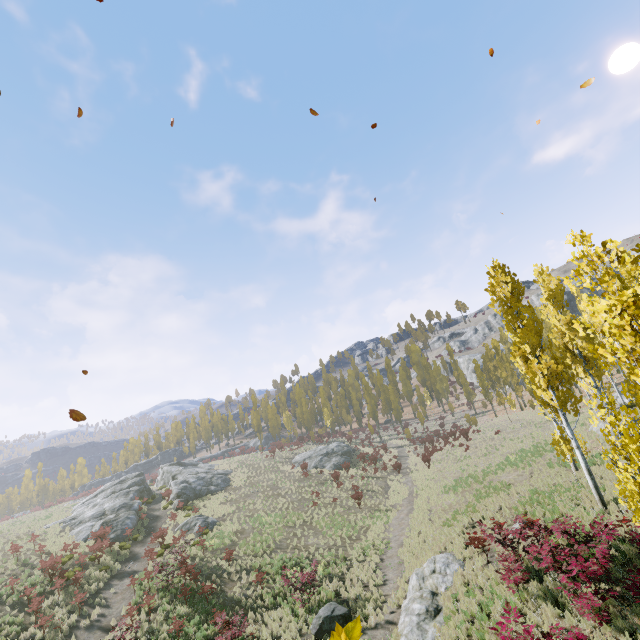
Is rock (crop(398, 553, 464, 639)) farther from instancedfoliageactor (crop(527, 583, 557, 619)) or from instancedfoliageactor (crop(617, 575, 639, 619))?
instancedfoliageactor (crop(617, 575, 639, 619))

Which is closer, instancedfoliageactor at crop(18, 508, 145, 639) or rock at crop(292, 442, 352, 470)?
instancedfoliageactor at crop(18, 508, 145, 639)

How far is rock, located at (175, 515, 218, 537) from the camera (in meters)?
26.91

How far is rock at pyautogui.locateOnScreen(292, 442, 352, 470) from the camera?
42.9 meters

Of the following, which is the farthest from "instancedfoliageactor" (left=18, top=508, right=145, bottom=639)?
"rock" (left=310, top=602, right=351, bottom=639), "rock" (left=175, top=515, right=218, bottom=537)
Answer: "rock" (left=175, top=515, right=218, bottom=537)

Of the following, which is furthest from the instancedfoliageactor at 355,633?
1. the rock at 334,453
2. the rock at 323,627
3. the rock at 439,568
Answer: the rock at 323,627

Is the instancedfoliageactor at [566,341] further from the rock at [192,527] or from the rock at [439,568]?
the rock at [192,527]

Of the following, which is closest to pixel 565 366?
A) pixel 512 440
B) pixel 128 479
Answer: pixel 512 440
